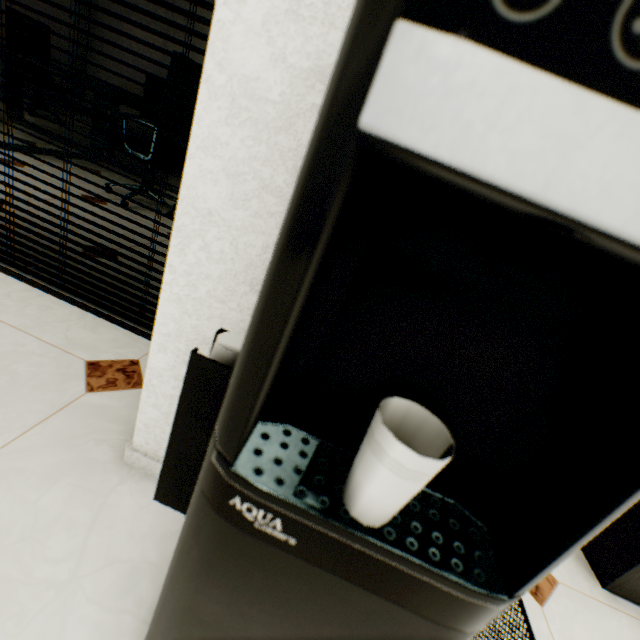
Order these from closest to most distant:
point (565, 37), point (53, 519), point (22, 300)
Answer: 1. point (565, 37)
2. point (53, 519)
3. point (22, 300)

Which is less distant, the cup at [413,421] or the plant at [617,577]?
the cup at [413,421]

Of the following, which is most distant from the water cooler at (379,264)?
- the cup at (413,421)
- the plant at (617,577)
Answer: the plant at (617,577)

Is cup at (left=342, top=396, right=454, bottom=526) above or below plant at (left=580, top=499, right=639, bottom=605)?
above

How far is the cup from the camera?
0.2 meters

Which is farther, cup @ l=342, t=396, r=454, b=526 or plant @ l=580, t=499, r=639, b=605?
plant @ l=580, t=499, r=639, b=605

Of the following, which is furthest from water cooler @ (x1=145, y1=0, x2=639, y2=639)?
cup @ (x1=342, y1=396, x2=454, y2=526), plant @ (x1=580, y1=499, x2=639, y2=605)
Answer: plant @ (x1=580, y1=499, x2=639, y2=605)
